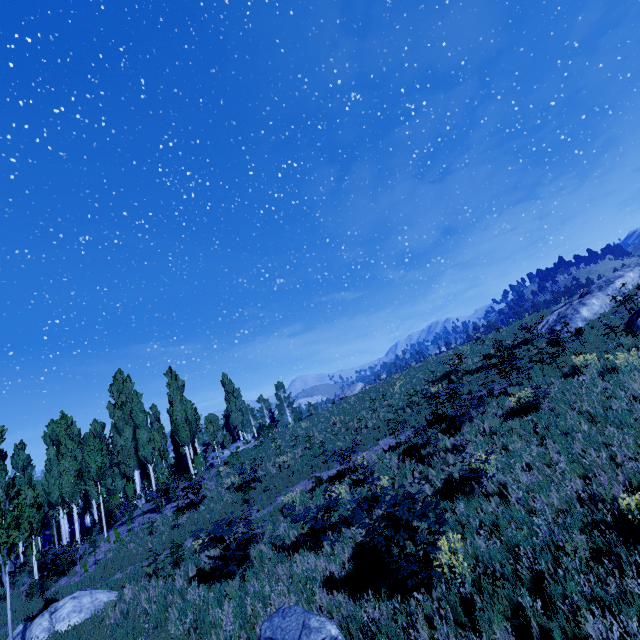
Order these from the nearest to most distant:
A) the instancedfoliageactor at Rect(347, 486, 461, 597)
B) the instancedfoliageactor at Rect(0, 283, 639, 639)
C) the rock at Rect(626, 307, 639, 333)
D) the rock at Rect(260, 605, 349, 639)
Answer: the rock at Rect(260, 605, 349, 639) < the instancedfoliageactor at Rect(347, 486, 461, 597) < the instancedfoliageactor at Rect(0, 283, 639, 639) < the rock at Rect(626, 307, 639, 333)

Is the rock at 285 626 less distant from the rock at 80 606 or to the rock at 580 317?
the rock at 80 606

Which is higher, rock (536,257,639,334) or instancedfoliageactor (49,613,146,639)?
rock (536,257,639,334)

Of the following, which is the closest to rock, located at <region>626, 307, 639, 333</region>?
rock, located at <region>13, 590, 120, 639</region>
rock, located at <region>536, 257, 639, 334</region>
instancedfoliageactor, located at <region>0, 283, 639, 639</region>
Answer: rock, located at <region>536, 257, 639, 334</region>

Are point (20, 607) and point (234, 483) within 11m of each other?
yes

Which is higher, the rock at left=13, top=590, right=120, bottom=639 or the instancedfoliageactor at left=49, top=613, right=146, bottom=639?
the rock at left=13, top=590, right=120, bottom=639

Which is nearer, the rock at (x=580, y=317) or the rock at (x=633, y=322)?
the rock at (x=633, y=322)

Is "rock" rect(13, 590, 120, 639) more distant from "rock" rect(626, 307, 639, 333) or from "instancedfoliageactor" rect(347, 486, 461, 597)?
"rock" rect(626, 307, 639, 333)
